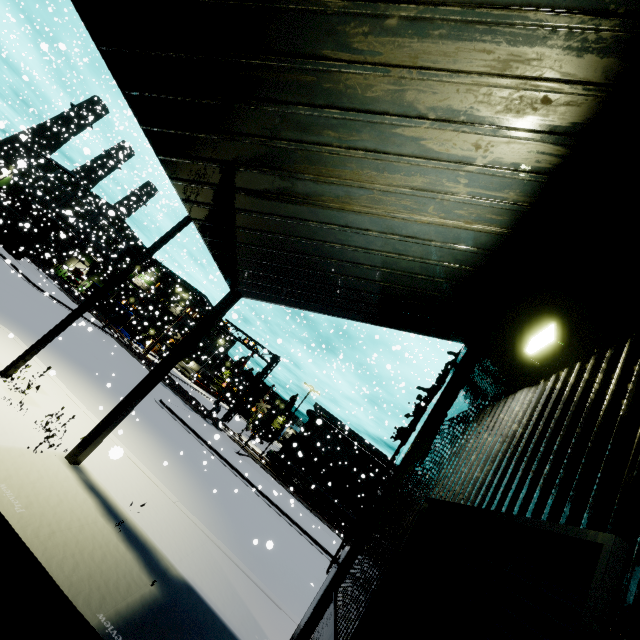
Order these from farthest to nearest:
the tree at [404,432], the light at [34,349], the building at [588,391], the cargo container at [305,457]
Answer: the cargo container at [305,457] < the light at [34,349] < the tree at [404,432] < the building at [588,391]

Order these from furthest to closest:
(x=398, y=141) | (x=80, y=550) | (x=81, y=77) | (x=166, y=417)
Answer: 1. (x=81, y=77)
2. (x=166, y=417)
3. (x=80, y=550)
4. (x=398, y=141)

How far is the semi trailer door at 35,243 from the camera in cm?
3412

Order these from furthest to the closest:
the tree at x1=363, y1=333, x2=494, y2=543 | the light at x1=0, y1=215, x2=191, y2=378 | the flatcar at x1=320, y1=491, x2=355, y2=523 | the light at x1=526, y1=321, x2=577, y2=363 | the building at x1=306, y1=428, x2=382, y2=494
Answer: the building at x1=306, y1=428, x2=382, y2=494 < the flatcar at x1=320, y1=491, x2=355, y2=523 < the light at x1=0, y1=215, x2=191, y2=378 < the tree at x1=363, y1=333, x2=494, y2=543 < the light at x1=526, y1=321, x2=577, y2=363

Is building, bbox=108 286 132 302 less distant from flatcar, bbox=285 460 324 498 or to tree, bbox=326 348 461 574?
tree, bbox=326 348 461 574

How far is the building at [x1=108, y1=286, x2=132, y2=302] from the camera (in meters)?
58.17

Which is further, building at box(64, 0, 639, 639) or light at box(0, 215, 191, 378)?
light at box(0, 215, 191, 378)
